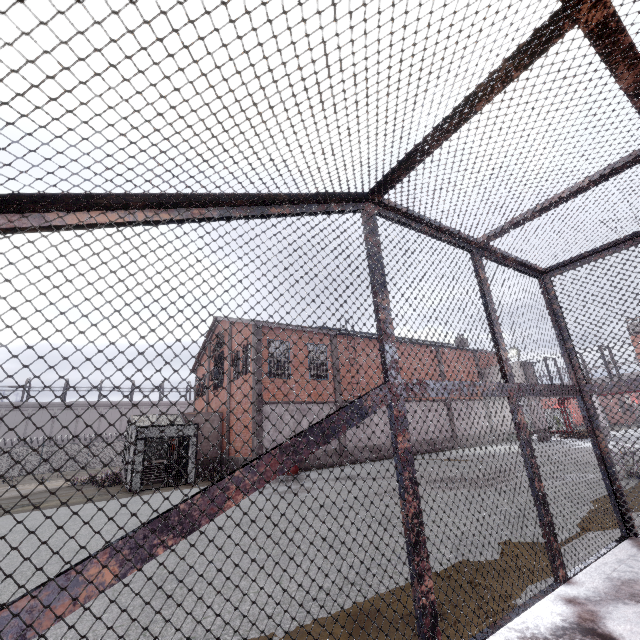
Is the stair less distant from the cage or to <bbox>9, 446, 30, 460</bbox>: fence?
the cage

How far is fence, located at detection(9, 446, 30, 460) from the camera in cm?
3194

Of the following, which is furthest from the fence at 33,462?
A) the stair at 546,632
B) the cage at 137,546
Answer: the stair at 546,632

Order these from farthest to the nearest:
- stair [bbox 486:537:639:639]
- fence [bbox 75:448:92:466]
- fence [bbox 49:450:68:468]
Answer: fence [bbox 75:448:92:466]
fence [bbox 49:450:68:468]
stair [bbox 486:537:639:639]

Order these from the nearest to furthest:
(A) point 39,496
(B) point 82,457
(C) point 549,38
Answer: (C) point 549,38, (A) point 39,496, (B) point 82,457
